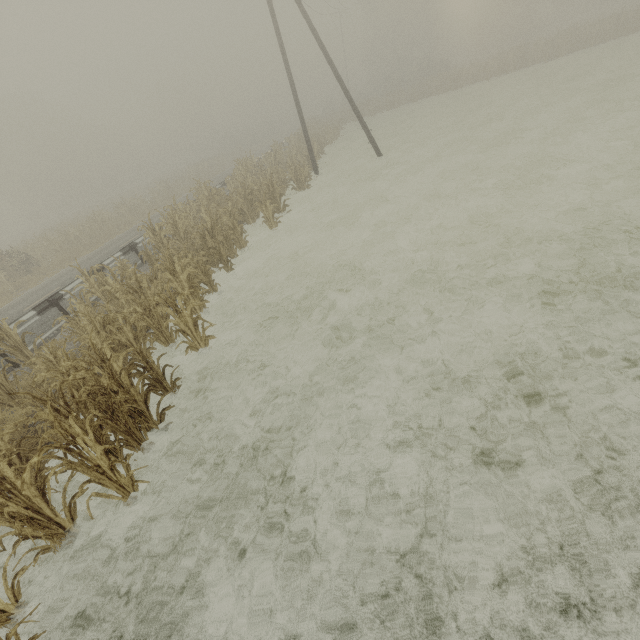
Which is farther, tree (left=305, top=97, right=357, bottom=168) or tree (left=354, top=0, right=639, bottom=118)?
tree (left=354, top=0, right=639, bottom=118)

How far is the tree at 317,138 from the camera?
24.9 meters

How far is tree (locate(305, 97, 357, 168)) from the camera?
24.9m

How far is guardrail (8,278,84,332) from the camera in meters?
9.0 m

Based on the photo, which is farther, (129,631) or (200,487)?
(200,487)

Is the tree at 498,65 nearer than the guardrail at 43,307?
No

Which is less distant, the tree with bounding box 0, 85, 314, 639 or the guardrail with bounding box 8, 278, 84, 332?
the tree with bounding box 0, 85, 314, 639

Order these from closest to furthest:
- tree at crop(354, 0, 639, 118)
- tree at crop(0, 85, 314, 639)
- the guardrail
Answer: tree at crop(0, 85, 314, 639) → the guardrail → tree at crop(354, 0, 639, 118)
